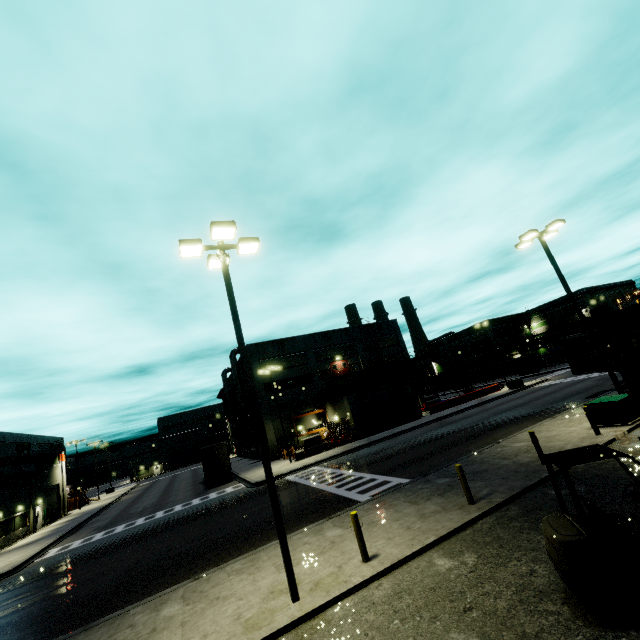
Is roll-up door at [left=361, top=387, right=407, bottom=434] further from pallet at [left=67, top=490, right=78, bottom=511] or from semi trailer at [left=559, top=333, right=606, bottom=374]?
pallet at [left=67, top=490, right=78, bottom=511]

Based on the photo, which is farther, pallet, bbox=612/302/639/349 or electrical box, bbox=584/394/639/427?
electrical box, bbox=584/394/639/427

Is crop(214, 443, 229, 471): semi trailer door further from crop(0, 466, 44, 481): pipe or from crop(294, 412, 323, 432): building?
crop(0, 466, 44, 481): pipe

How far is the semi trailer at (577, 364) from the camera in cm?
2248

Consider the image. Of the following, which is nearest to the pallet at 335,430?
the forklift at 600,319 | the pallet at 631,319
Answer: the forklift at 600,319

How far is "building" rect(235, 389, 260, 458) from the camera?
46.41m

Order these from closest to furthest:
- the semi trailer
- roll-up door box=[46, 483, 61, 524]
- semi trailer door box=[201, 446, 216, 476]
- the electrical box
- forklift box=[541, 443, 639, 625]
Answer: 1. forklift box=[541, 443, 639, 625]
2. the electrical box
3. the semi trailer
4. semi trailer door box=[201, 446, 216, 476]
5. roll-up door box=[46, 483, 61, 524]

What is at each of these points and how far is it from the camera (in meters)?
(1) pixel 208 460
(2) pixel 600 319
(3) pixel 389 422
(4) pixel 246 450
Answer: (1) semi trailer door, 32.81
(2) forklift, 6.12
(3) roll-up door, 37.69
(4) building, 56.47
